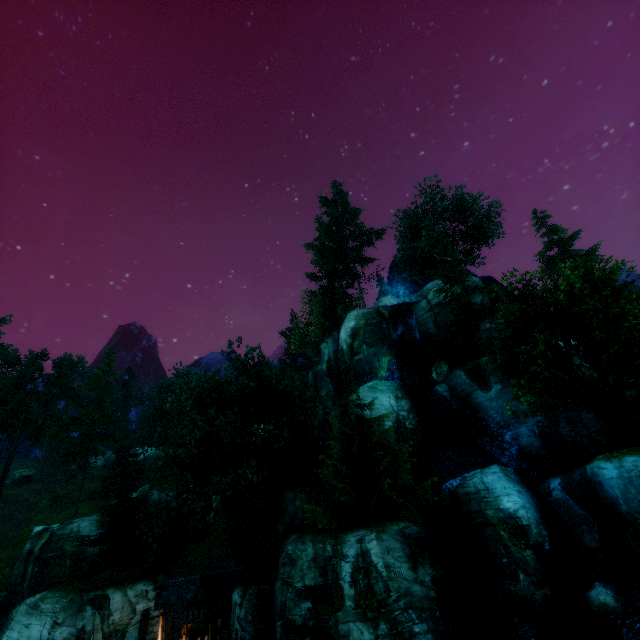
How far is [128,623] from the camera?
26.5 meters

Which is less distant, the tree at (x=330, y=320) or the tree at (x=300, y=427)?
the tree at (x=300, y=427)

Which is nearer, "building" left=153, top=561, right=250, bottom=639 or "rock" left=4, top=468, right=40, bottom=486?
"building" left=153, top=561, right=250, bottom=639

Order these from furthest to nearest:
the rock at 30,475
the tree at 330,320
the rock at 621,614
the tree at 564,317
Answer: the rock at 30,475 → the tree at 330,320 → the tree at 564,317 → the rock at 621,614

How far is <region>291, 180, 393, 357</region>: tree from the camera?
41.6m

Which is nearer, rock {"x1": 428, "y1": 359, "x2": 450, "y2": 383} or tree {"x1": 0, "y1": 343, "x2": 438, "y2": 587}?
tree {"x1": 0, "y1": 343, "x2": 438, "y2": 587}

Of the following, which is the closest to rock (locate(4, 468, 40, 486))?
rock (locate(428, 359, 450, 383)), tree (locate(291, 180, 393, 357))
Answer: tree (locate(291, 180, 393, 357))

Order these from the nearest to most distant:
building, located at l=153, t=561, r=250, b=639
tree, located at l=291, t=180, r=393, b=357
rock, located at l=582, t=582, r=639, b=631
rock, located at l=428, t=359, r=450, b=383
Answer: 1. rock, located at l=582, t=582, r=639, b=631
2. building, located at l=153, t=561, r=250, b=639
3. rock, located at l=428, t=359, r=450, b=383
4. tree, located at l=291, t=180, r=393, b=357
